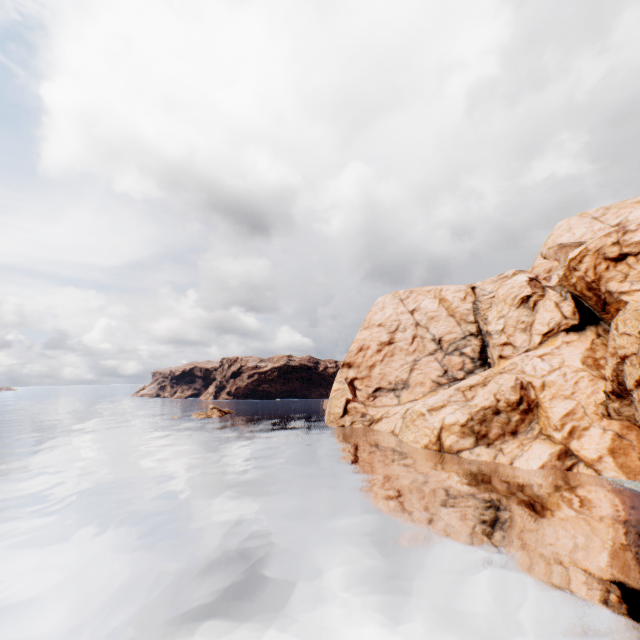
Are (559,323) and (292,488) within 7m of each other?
no
